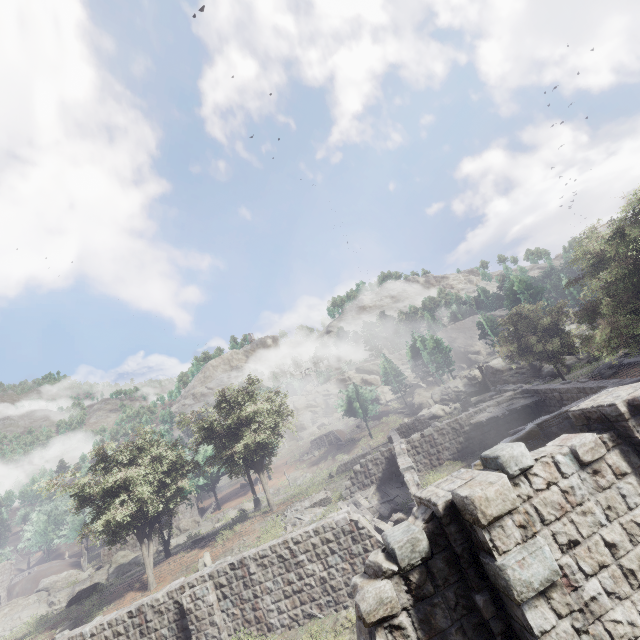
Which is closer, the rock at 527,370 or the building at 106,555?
Result: the building at 106,555

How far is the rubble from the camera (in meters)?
21.23

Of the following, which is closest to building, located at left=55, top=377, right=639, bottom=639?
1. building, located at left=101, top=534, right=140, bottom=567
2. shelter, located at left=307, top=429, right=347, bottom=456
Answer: building, located at left=101, top=534, right=140, bottom=567

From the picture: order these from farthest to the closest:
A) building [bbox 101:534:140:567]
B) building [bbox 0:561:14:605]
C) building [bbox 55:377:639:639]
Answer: building [bbox 0:561:14:605], building [bbox 101:534:140:567], building [bbox 55:377:639:639]

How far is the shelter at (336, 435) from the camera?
57.5 meters

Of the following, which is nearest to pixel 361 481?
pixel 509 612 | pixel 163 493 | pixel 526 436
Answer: pixel 526 436

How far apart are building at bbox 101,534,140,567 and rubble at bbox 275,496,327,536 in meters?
30.5 m

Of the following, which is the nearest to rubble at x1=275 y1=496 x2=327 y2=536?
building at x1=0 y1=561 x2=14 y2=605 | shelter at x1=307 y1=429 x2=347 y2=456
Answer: shelter at x1=307 y1=429 x2=347 y2=456
